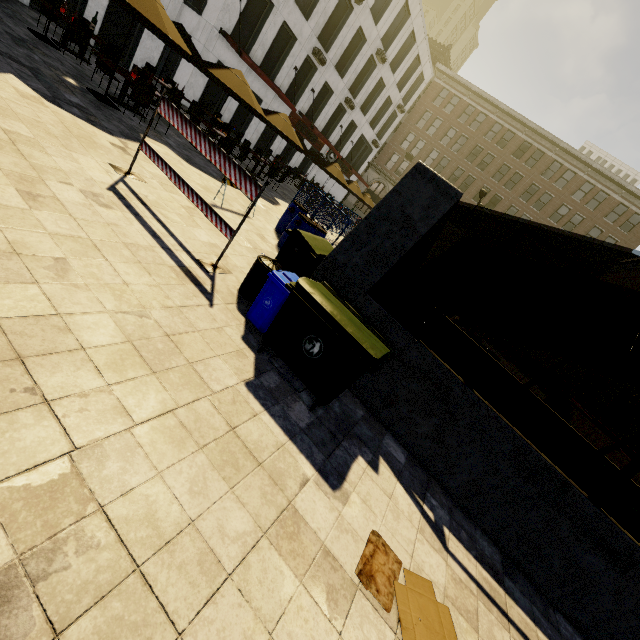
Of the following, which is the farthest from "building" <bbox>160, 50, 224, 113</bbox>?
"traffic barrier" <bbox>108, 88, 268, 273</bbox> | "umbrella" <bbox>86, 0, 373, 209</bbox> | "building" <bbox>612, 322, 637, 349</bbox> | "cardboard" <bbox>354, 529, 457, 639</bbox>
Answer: "building" <bbox>612, 322, 637, 349</bbox>

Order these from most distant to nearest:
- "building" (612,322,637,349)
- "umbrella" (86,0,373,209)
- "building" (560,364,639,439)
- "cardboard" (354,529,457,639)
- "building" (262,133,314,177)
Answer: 1. "building" (560,364,639,439)
2. "building" (612,322,637,349)
3. "building" (262,133,314,177)
4. "umbrella" (86,0,373,209)
5. "cardboard" (354,529,457,639)

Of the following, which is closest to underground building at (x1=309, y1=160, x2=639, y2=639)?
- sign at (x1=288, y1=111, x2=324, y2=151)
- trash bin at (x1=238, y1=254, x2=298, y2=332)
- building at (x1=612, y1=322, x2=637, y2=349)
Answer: trash bin at (x1=238, y1=254, x2=298, y2=332)

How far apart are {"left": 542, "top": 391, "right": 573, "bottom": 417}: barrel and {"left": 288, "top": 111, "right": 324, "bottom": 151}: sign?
25.69m

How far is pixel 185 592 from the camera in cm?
189

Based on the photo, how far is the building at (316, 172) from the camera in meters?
30.8 m

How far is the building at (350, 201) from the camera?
45.7m

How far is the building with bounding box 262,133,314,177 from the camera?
24.9 meters
